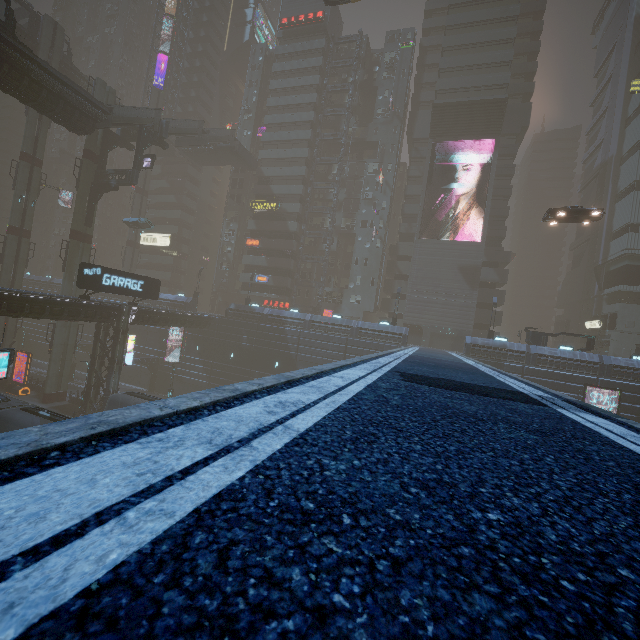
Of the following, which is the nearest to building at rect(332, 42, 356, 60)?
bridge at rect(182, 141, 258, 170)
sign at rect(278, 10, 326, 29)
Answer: sign at rect(278, 10, 326, 29)

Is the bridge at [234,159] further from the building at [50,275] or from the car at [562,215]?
the car at [562,215]

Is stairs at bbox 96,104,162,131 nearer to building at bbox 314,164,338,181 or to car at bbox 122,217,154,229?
building at bbox 314,164,338,181

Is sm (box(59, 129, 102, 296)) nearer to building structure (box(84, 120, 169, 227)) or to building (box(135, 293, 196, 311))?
building structure (box(84, 120, 169, 227))

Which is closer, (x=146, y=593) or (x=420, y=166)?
(x=146, y=593)

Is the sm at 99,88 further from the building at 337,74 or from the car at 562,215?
the car at 562,215

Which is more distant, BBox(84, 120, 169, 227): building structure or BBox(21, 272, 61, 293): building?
BBox(21, 272, 61, 293): building

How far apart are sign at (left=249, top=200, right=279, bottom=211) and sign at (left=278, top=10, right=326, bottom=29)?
29.2 meters
